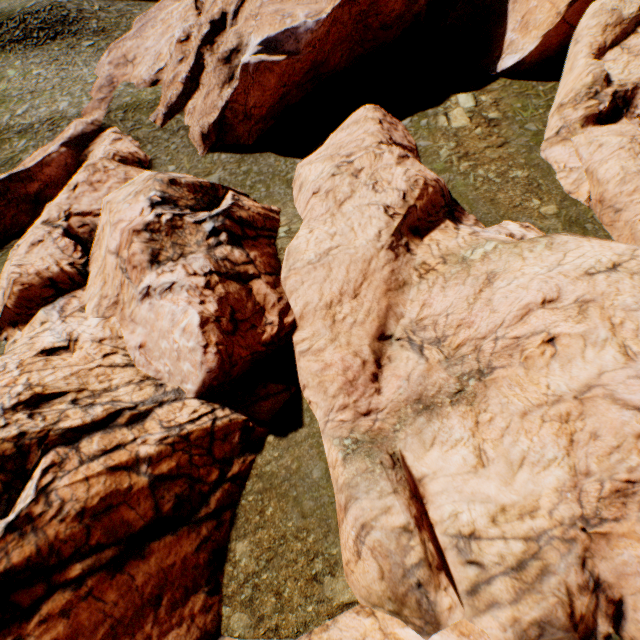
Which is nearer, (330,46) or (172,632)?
(172,632)
